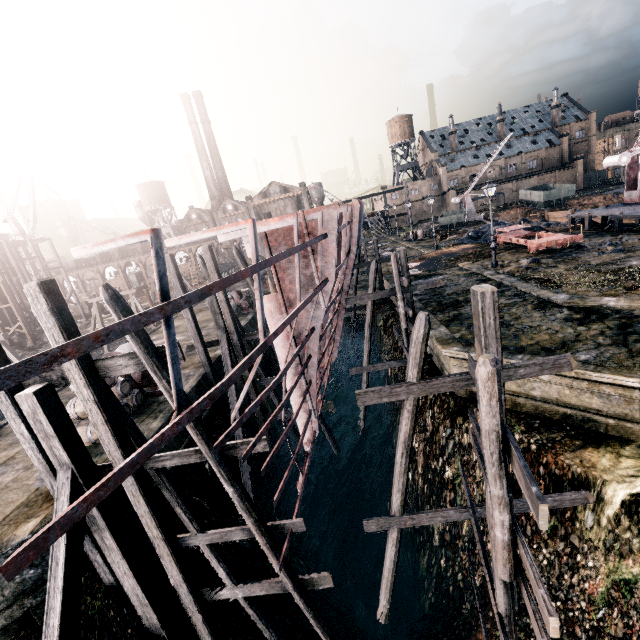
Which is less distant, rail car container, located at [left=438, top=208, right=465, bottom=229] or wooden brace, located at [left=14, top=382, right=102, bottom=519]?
wooden brace, located at [left=14, top=382, right=102, bottom=519]

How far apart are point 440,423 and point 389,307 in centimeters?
1437cm

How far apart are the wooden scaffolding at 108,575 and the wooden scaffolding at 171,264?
8.30m

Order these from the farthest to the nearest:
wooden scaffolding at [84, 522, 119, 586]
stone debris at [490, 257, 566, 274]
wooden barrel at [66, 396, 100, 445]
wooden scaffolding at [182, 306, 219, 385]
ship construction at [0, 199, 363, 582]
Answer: stone debris at [490, 257, 566, 274] < wooden scaffolding at [182, 306, 219, 385] < wooden barrel at [66, 396, 100, 445] < wooden scaffolding at [84, 522, 119, 586] < ship construction at [0, 199, 363, 582]

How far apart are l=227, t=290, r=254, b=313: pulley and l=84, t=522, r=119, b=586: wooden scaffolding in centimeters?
2115cm

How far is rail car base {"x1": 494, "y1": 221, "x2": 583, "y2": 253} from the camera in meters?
22.6

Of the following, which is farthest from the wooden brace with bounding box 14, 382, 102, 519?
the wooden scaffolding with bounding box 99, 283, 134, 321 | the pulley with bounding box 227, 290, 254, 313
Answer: the pulley with bounding box 227, 290, 254, 313

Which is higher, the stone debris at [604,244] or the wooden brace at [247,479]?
the stone debris at [604,244]
